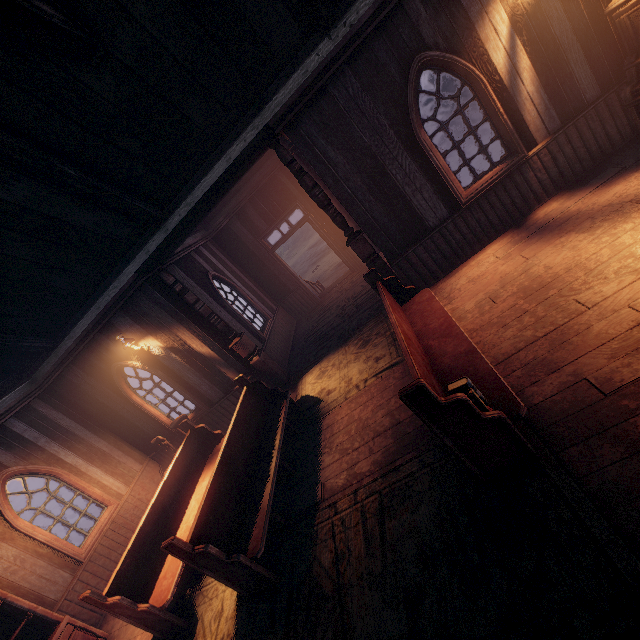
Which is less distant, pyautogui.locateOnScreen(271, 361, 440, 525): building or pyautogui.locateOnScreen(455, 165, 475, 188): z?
pyautogui.locateOnScreen(271, 361, 440, 525): building

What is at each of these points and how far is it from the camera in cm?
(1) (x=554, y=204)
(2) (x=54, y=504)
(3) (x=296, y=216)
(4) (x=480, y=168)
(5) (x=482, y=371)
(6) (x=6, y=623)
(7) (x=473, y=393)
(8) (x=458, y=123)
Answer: (1) building, 520
(2) z, 2517
(3) z, 3778
(4) z, 1181
(5) bench, 312
(6) building, 504
(7) books, 262
(8) carraige, 1347

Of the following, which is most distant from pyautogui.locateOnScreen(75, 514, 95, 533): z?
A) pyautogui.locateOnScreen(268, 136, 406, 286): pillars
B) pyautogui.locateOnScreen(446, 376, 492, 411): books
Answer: pyautogui.locateOnScreen(446, 376, 492, 411): books

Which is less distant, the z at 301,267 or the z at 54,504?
the z at 301,267

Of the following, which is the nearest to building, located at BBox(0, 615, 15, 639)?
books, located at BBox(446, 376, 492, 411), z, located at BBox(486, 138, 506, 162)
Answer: z, located at BBox(486, 138, 506, 162)

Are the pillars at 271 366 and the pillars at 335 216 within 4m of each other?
yes

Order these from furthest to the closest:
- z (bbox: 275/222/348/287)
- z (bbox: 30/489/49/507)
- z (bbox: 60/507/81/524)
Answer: z (bbox: 30/489/49/507)
z (bbox: 60/507/81/524)
z (bbox: 275/222/348/287)

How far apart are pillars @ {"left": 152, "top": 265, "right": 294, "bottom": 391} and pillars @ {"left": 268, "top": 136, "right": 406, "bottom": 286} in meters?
2.9 m
